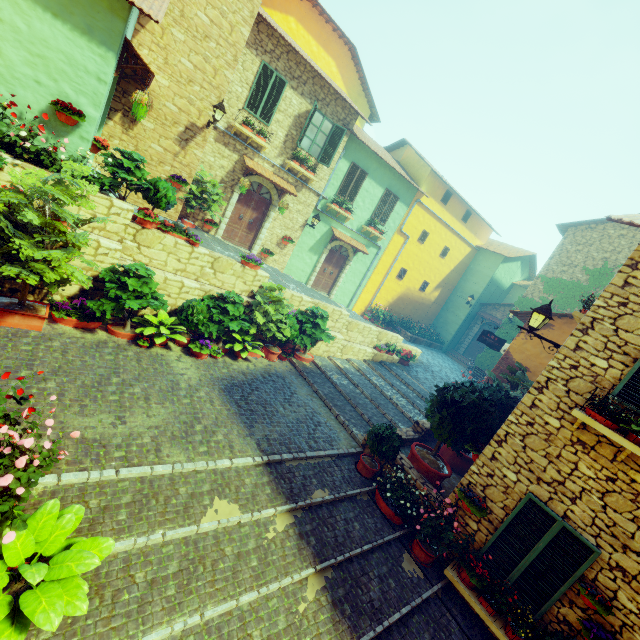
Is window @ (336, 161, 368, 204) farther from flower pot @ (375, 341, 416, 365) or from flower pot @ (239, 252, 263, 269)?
flower pot @ (375, 341, 416, 365)

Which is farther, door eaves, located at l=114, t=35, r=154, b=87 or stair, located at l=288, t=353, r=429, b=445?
stair, located at l=288, t=353, r=429, b=445

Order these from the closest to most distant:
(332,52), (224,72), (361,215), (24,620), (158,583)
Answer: (24,620) → (158,583) → (224,72) → (332,52) → (361,215)

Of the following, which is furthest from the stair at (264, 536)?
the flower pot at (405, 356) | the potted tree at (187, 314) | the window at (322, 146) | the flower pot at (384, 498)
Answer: the window at (322, 146)

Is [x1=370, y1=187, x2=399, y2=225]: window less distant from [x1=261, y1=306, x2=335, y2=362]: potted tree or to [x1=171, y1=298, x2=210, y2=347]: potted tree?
[x1=261, y1=306, x2=335, y2=362]: potted tree

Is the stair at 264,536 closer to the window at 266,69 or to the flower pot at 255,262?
the flower pot at 255,262

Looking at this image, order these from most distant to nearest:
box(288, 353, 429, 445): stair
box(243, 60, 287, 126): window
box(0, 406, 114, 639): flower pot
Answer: box(243, 60, 287, 126): window
box(288, 353, 429, 445): stair
box(0, 406, 114, 639): flower pot

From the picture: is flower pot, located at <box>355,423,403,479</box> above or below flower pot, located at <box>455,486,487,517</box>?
below
